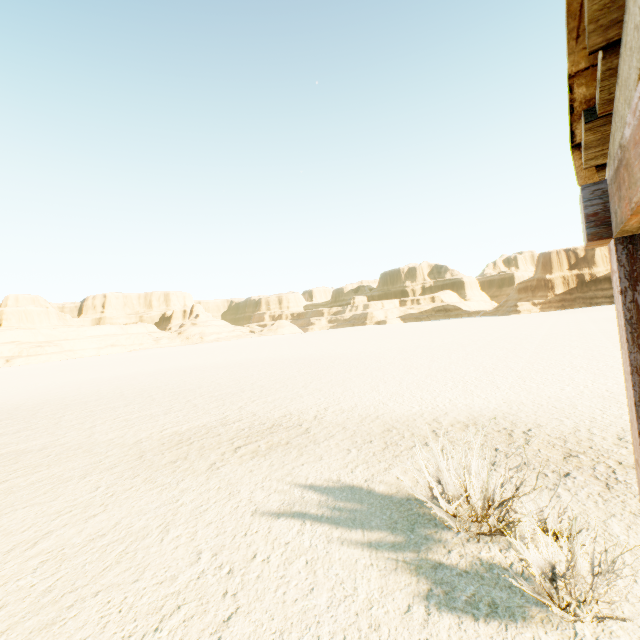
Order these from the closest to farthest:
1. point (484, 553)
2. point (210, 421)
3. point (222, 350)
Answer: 1. point (484, 553)
2. point (210, 421)
3. point (222, 350)
